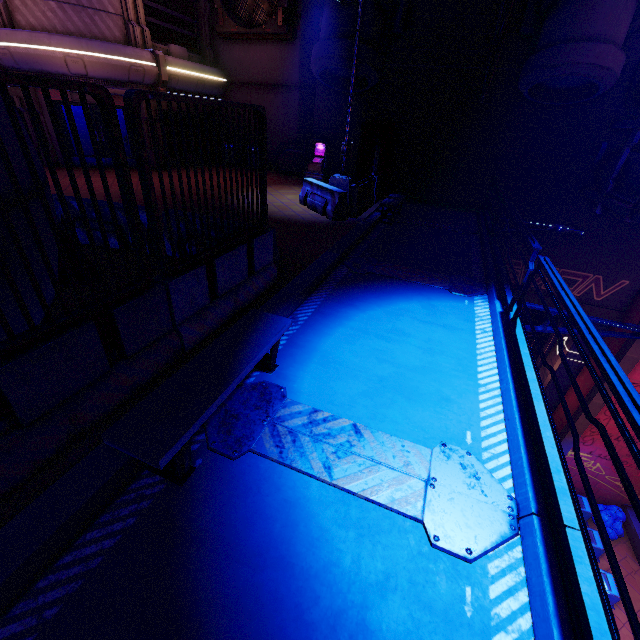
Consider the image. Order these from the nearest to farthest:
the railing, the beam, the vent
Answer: the railing < the beam < the vent

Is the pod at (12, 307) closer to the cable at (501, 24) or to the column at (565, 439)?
the cable at (501, 24)

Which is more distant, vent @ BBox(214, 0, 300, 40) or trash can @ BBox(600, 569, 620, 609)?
vent @ BBox(214, 0, 300, 40)

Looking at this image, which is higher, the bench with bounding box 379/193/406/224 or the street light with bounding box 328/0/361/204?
the street light with bounding box 328/0/361/204

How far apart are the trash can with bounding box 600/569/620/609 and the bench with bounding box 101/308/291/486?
17.11m

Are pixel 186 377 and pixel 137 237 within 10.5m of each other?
yes

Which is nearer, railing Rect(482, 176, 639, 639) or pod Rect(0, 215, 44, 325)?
railing Rect(482, 176, 639, 639)

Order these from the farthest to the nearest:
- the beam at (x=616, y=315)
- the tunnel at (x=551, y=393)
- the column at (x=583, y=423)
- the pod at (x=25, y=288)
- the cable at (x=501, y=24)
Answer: the tunnel at (x=551, y=393) → the column at (x=583, y=423) → the beam at (x=616, y=315) → the cable at (x=501, y=24) → the pod at (x=25, y=288)
